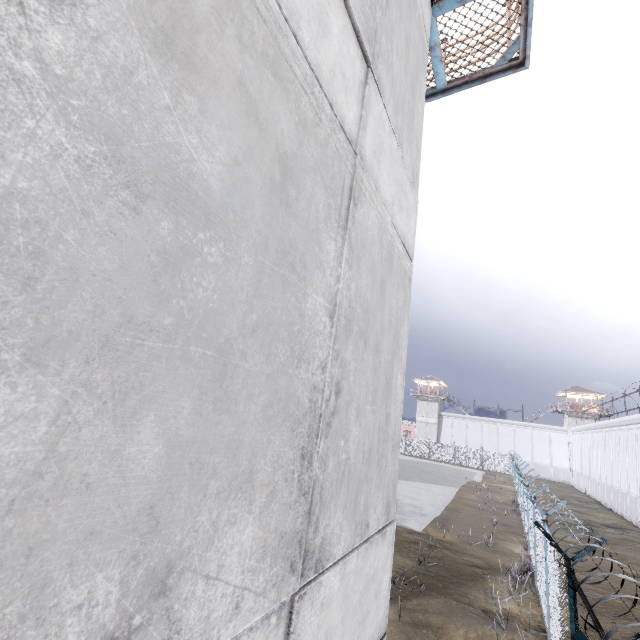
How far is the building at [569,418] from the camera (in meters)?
50.31

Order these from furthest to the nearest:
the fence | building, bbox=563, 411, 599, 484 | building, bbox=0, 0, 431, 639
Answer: building, bbox=563, 411, 599, 484 → the fence → building, bbox=0, 0, 431, 639

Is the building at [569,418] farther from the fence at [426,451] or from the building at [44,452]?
the building at [44,452]

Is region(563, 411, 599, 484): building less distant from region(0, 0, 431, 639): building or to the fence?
the fence

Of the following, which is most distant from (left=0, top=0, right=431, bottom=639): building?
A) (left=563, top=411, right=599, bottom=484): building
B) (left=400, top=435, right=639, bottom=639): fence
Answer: (left=563, top=411, right=599, bottom=484): building

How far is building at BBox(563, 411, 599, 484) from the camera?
50.31m

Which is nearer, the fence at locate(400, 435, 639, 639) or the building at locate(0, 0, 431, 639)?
the building at locate(0, 0, 431, 639)

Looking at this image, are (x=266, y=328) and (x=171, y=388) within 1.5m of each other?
yes
